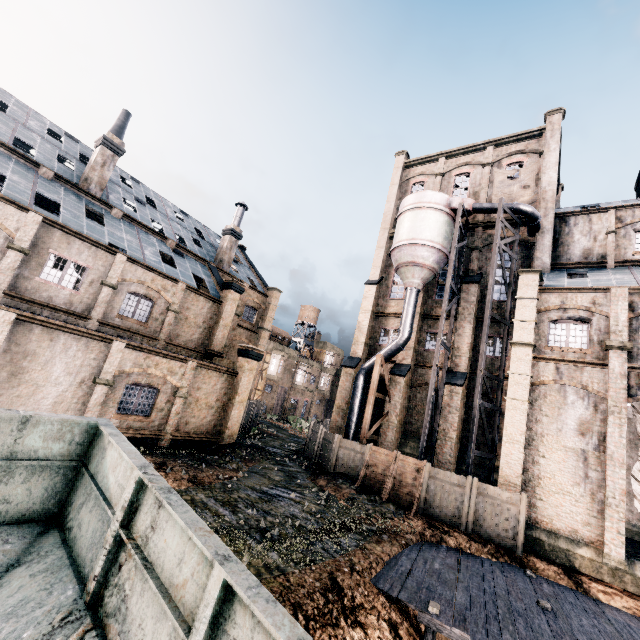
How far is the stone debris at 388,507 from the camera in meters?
16.8

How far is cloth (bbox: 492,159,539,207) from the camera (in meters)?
27.38

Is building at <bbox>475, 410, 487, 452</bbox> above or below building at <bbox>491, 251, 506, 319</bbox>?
below

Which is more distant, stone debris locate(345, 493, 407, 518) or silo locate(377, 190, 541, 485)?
silo locate(377, 190, 541, 485)

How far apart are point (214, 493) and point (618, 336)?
22.3m

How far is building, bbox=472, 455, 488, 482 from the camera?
22.73m

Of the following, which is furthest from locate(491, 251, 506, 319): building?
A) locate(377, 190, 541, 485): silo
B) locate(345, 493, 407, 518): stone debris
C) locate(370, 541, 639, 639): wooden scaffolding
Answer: locate(345, 493, 407, 518): stone debris

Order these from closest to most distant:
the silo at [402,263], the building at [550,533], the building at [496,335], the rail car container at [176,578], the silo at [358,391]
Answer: the rail car container at [176,578], the building at [550,533], the silo at [402,263], the building at [496,335], the silo at [358,391]
